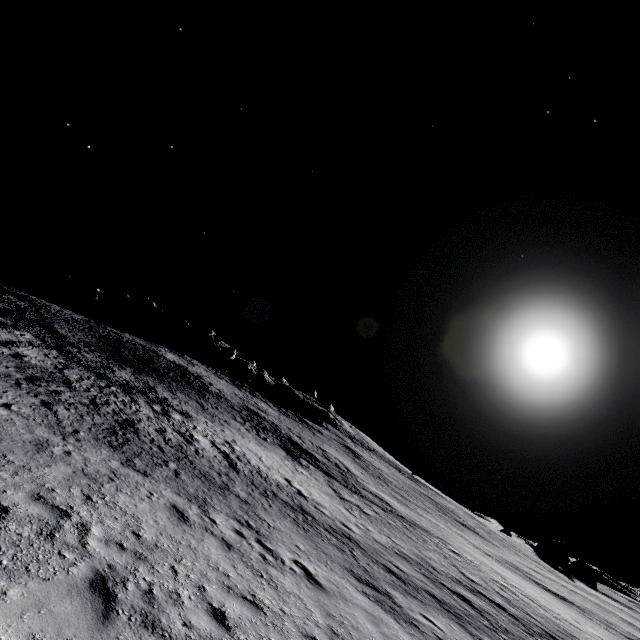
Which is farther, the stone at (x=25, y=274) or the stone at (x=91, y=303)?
the stone at (x=25, y=274)

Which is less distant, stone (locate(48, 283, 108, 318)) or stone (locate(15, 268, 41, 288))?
stone (locate(48, 283, 108, 318))

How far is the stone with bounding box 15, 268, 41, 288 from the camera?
54.34m

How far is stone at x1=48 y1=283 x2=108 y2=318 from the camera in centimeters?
5342cm

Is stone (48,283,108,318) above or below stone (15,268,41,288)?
above

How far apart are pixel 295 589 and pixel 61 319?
38.00m

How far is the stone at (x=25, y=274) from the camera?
54.3 meters
